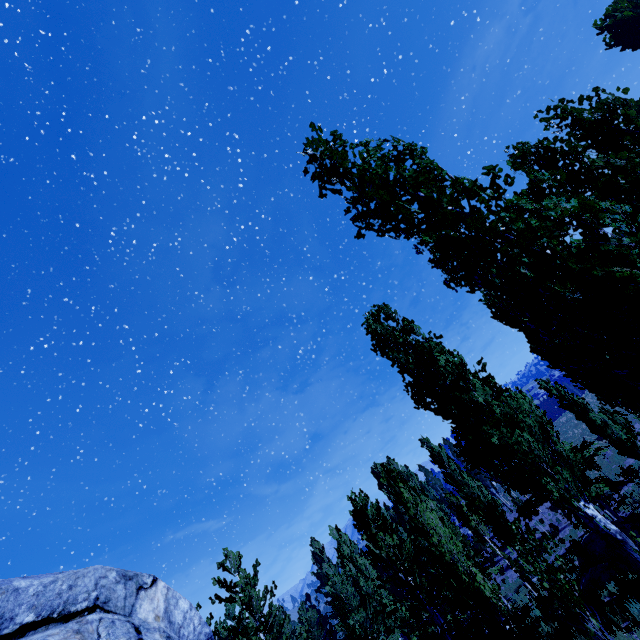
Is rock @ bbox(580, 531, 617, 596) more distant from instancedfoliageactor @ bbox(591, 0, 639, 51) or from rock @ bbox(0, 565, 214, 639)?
rock @ bbox(0, 565, 214, 639)

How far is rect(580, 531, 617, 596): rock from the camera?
13.52m

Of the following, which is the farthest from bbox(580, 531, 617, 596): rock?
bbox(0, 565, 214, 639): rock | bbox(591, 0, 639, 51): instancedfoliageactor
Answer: bbox(0, 565, 214, 639): rock

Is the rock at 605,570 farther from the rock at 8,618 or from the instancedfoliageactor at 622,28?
the rock at 8,618

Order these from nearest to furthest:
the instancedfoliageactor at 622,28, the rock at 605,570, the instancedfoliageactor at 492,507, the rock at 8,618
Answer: the rock at 8,618 < the instancedfoliageactor at 492,507 < the rock at 605,570 < the instancedfoliageactor at 622,28

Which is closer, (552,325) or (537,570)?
(552,325)
